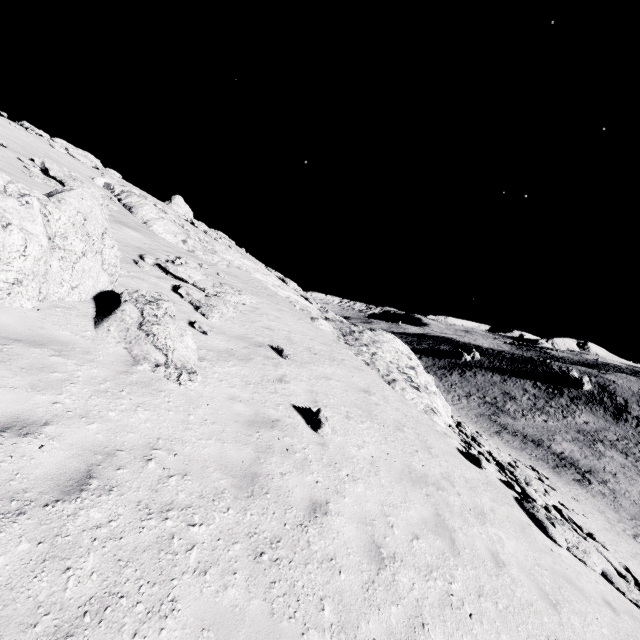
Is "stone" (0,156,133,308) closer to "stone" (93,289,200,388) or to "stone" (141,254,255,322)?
"stone" (93,289,200,388)

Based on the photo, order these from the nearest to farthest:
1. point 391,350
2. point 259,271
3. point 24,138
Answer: point 24,138, point 391,350, point 259,271

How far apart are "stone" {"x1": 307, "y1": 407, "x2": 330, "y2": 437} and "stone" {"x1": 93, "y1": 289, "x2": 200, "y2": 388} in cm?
270

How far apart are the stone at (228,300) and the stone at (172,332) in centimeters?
409cm

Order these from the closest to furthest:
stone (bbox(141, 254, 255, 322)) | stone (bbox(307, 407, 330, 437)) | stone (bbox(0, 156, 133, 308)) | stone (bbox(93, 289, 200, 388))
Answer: stone (bbox(0, 156, 133, 308))
stone (bbox(93, 289, 200, 388))
stone (bbox(307, 407, 330, 437))
stone (bbox(141, 254, 255, 322))

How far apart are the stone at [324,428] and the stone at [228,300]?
6.6m

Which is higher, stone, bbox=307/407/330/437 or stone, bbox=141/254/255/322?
stone, bbox=141/254/255/322
